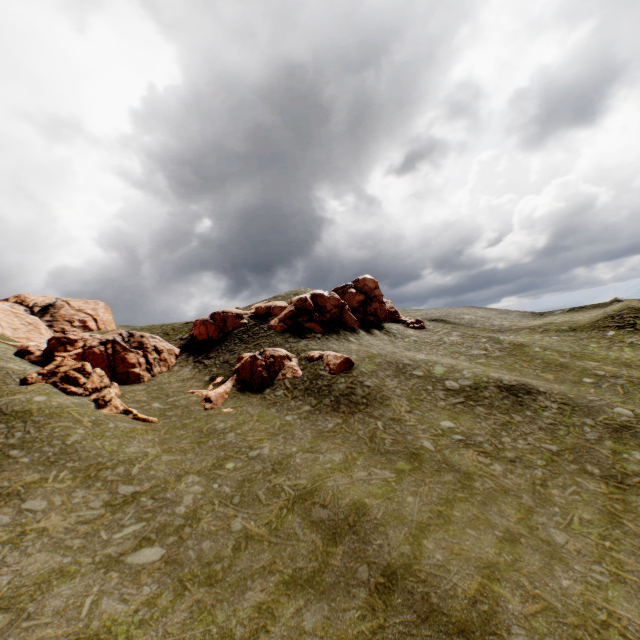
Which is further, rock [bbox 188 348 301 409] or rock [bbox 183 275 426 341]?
rock [bbox 183 275 426 341]

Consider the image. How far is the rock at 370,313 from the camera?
40.4m

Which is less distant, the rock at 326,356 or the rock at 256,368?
the rock at 256,368

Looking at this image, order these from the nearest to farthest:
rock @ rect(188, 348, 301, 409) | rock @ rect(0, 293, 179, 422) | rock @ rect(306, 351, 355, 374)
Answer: rock @ rect(0, 293, 179, 422) → rock @ rect(188, 348, 301, 409) → rock @ rect(306, 351, 355, 374)

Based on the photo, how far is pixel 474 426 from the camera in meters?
24.7

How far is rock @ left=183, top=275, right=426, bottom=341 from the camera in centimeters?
4038cm
